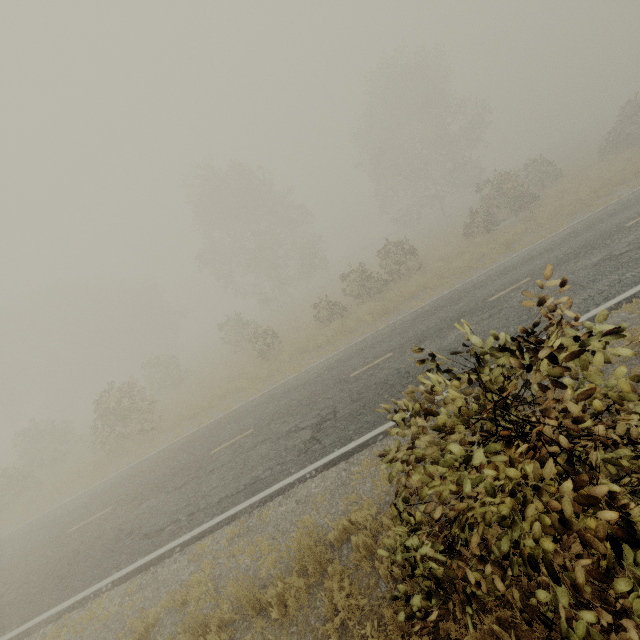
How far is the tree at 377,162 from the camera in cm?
2345

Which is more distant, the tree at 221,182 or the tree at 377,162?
the tree at 221,182

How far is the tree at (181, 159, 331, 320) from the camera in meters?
33.0 m

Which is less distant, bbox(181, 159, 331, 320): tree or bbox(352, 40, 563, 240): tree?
bbox(352, 40, 563, 240): tree

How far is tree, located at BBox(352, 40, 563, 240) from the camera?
23.45m

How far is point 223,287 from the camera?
37.44m
